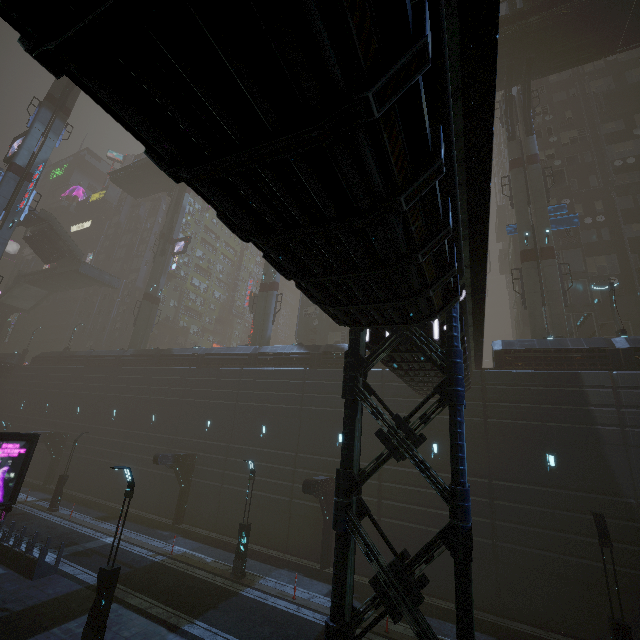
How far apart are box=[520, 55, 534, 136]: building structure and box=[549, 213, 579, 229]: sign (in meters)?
7.60

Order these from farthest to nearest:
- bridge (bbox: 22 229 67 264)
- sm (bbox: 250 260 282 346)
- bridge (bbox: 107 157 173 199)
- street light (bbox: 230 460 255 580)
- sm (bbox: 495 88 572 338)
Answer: bridge (bbox: 107 157 173 199) < bridge (bbox: 22 229 67 264) < sm (bbox: 250 260 282 346) < sm (bbox: 495 88 572 338) < street light (bbox: 230 460 255 580)

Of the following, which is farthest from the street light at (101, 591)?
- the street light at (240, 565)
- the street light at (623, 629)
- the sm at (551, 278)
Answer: the sm at (551, 278)

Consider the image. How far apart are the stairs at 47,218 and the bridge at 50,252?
0.01m

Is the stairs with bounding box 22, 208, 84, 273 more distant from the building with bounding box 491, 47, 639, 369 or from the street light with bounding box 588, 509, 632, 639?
the street light with bounding box 588, 509, 632, 639

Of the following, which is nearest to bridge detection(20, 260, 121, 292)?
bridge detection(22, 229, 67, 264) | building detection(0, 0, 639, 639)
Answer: bridge detection(22, 229, 67, 264)

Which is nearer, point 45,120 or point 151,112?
point 151,112

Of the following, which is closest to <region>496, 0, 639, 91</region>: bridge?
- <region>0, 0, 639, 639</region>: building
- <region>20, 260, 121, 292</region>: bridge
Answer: <region>0, 0, 639, 639</region>: building
